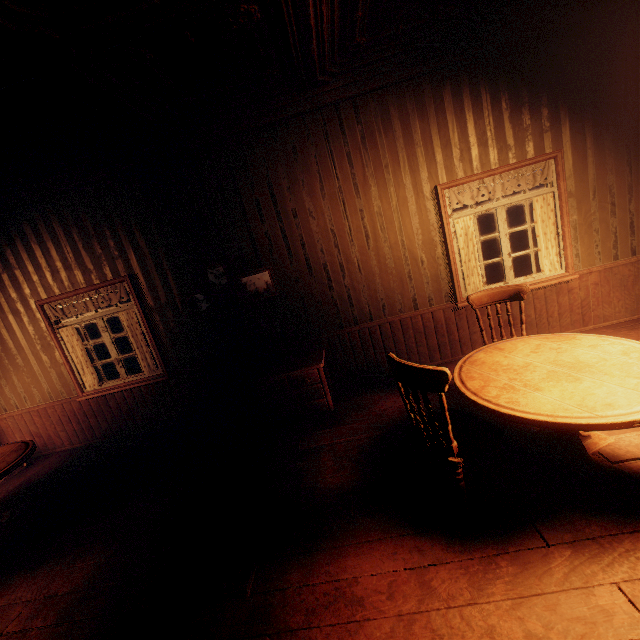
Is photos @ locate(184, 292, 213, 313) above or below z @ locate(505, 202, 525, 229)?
above

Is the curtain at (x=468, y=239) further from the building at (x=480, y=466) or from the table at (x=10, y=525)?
the table at (x=10, y=525)

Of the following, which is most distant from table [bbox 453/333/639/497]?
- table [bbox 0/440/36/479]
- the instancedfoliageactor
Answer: the instancedfoliageactor

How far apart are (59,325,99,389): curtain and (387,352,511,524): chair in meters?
4.9 m

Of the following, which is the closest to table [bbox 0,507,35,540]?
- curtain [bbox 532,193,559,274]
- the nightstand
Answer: the nightstand

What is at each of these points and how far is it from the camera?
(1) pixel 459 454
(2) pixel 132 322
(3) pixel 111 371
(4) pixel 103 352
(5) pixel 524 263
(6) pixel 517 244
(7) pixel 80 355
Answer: (1) chair, 2.21m
(2) curtain, 4.82m
(3) z, 15.27m
(4) instancedfoliageactor, 19.81m
(5) z, 13.98m
(6) z, 19.48m
(7) curtain, 4.99m

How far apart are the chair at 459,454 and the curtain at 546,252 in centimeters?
294cm

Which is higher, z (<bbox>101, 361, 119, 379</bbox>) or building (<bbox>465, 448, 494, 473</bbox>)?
building (<bbox>465, 448, 494, 473</bbox>)
